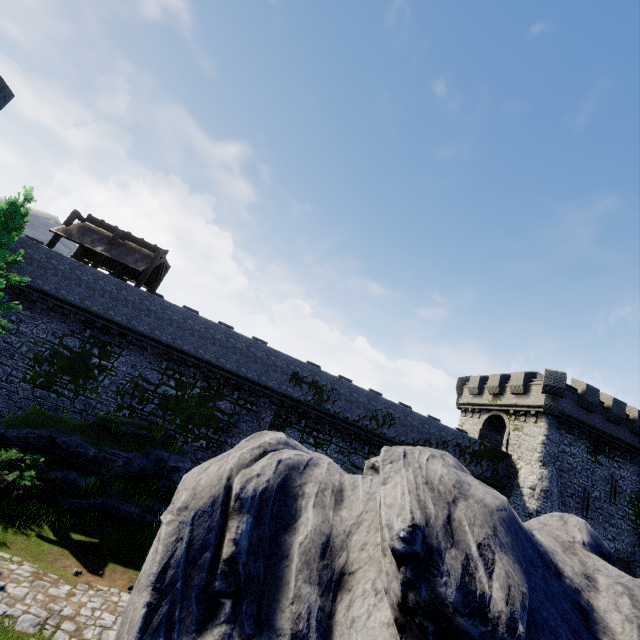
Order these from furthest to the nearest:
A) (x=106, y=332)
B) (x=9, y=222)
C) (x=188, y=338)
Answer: (x=188, y=338) → (x=106, y=332) → (x=9, y=222)

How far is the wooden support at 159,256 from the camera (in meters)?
22.05

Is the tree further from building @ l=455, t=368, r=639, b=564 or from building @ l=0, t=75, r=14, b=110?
building @ l=455, t=368, r=639, b=564

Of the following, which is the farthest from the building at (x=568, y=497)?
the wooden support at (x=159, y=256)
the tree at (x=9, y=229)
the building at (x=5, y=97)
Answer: the building at (x=5, y=97)

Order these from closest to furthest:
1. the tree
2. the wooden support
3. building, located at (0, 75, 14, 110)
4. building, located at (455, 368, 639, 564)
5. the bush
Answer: the bush, the tree, building, located at (0, 75, 14, 110), the wooden support, building, located at (455, 368, 639, 564)

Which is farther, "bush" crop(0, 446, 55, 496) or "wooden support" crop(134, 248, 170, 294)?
"wooden support" crop(134, 248, 170, 294)

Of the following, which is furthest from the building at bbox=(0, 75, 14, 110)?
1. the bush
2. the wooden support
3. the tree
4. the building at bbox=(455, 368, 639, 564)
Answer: the building at bbox=(455, 368, 639, 564)

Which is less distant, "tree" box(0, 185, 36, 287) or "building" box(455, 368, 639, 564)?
"tree" box(0, 185, 36, 287)
